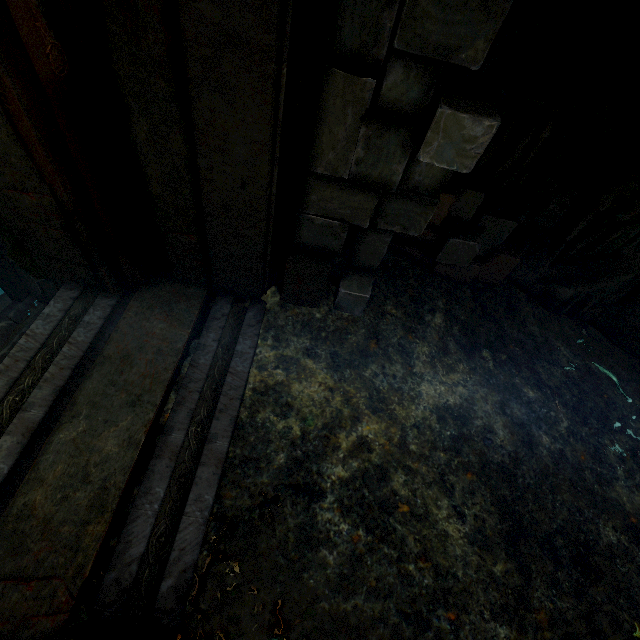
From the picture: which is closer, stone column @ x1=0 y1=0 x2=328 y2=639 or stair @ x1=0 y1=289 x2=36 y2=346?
stone column @ x1=0 y1=0 x2=328 y2=639

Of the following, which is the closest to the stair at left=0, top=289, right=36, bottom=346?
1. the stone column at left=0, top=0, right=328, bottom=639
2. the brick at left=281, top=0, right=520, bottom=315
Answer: the stone column at left=0, top=0, right=328, bottom=639

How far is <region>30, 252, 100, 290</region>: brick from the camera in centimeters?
270cm

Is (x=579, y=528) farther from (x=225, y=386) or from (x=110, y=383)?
(x=110, y=383)

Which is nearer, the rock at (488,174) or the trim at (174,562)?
the trim at (174,562)

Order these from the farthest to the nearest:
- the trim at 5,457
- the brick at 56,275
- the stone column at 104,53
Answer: the brick at 56,275 → the trim at 5,457 → the stone column at 104,53

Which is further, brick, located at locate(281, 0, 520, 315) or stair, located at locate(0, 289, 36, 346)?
stair, located at locate(0, 289, 36, 346)

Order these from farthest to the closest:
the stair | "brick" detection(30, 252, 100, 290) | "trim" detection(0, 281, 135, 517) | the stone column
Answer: the stair
"brick" detection(30, 252, 100, 290)
"trim" detection(0, 281, 135, 517)
the stone column
